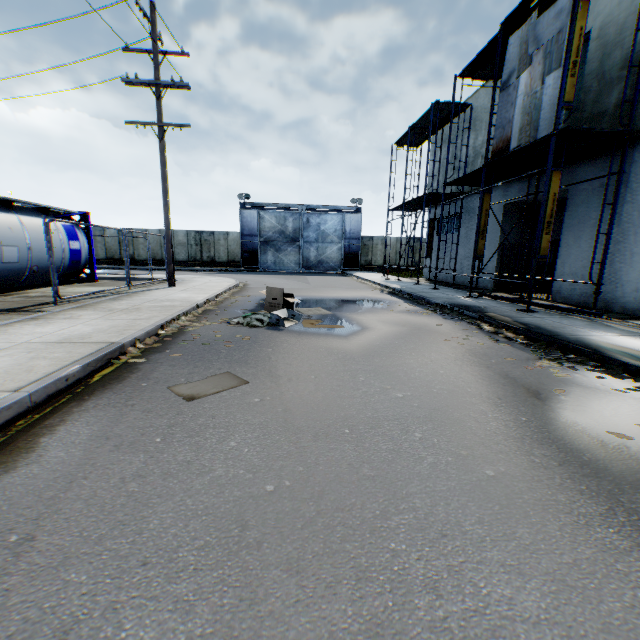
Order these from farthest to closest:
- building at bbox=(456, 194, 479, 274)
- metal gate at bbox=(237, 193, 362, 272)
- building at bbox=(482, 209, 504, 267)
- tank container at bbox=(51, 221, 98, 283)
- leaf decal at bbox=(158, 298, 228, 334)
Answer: metal gate at bbox=(237, 193, 362, 272), building at bbox=(456, 194, 479, 274), building at bbox=(482, 209, 504, 267), tank container at bbox=(51, 221, 98, 283), leaf decal at bbox=(158, 298, 228, 334)

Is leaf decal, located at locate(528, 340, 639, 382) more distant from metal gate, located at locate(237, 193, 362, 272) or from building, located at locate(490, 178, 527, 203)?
metal gate, located at locate(237, 193, 362, 272)

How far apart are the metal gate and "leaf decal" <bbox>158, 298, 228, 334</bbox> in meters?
23.4

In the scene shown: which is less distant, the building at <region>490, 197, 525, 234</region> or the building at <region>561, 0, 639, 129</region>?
the building at <region>561, 0, 639, 129</region>

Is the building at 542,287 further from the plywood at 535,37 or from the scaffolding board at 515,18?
the plywood at 535,37

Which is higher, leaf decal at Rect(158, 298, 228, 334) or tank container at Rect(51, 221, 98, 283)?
tank container at Rect(51, 221, 98, 283)

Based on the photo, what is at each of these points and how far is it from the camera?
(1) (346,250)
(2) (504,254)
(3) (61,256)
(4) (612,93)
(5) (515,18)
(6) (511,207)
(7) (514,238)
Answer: (1) metal gate, 31.4m
(2) building, 14.8m
(3) tank container, 12.2m
(4) building, 9.6m
(5) scaffolding board, 10.2m
(6) building, 14.8m
(7) building, 15.0m

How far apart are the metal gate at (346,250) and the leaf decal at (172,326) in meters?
23.4 m
